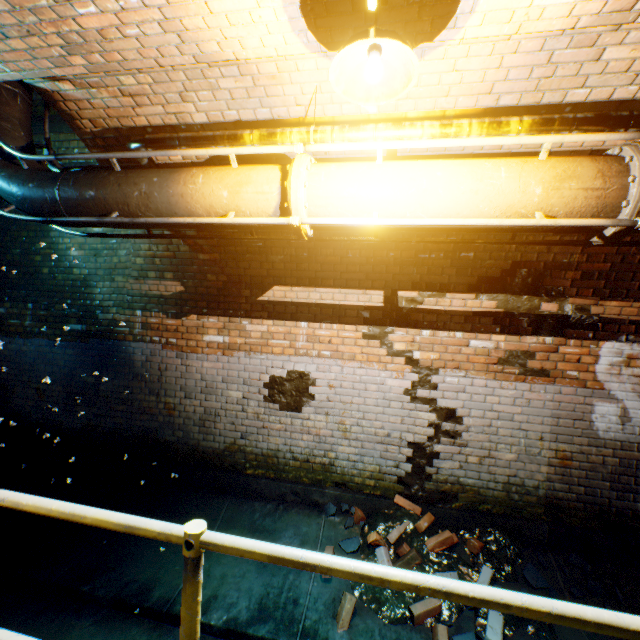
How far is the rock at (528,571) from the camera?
3.16m

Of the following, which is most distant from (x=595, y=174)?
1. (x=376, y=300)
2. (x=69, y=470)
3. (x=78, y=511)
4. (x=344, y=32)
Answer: (x=69, y=470)

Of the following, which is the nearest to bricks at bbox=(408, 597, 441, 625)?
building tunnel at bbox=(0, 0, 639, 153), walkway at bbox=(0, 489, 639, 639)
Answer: building tunnel at bbox=(0, 0, 639, 153)

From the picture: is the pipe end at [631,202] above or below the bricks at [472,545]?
above

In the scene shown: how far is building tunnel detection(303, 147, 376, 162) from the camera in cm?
305

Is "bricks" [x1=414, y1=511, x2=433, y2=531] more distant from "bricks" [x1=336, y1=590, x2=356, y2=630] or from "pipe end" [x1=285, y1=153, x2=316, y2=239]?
"pipe end" [x1=285, y1=153, x2=316, y2=239]
